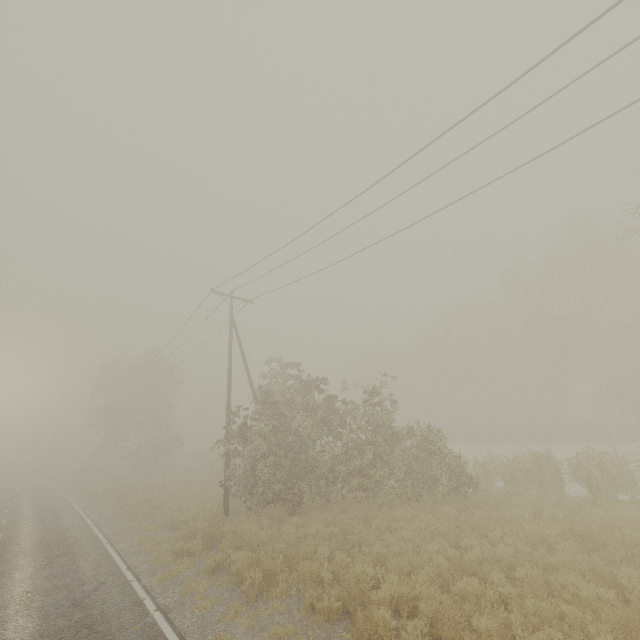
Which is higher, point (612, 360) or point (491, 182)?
point (491, 182)

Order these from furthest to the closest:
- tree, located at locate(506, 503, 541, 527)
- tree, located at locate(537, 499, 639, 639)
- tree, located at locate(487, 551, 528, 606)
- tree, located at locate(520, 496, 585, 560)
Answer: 1. tree, located at locate(506, 503, 541, 527)
2. tree, located at locate(520, 496, 585, 560)
3. tree, located at locate(487, 551, 528, 606)
4. tree, located at locate(537, 499, 639, 639)

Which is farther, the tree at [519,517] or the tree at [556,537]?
the tree at [519,517]

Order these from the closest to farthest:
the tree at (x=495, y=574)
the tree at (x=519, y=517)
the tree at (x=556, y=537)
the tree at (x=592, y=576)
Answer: the tree at (x=592, y=576) → the tree at (x=495, y=574) → the tree at (x=556, y=537) → the tree at (x=519, y=517)

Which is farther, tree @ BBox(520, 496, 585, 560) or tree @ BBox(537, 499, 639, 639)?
tree @ BBox(520, 496, 585, 560)

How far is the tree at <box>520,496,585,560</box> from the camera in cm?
867
